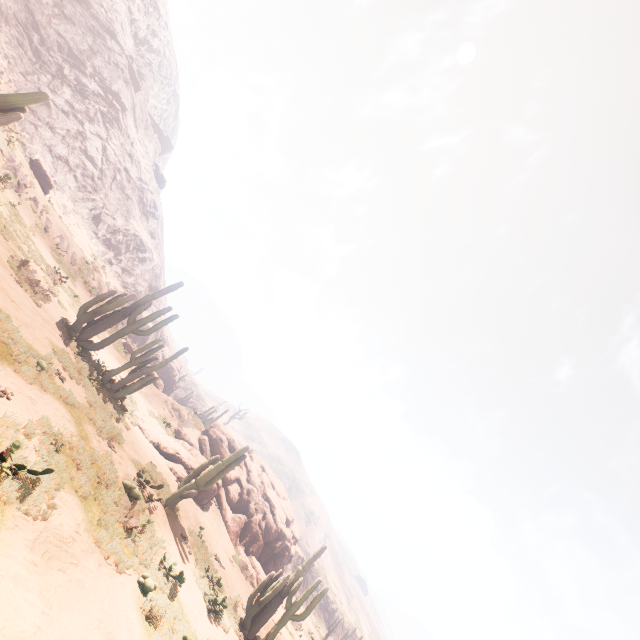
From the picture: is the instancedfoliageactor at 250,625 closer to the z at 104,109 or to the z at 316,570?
the z at 104,109

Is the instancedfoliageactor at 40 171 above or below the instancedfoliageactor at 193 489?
above

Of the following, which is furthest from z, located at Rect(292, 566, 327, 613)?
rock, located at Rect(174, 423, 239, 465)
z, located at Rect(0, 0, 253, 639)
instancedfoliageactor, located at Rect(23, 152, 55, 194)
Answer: instancedfoliageactor, located at Rect(23, 152, 55, 194)

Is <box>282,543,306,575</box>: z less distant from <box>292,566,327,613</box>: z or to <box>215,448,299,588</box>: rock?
<box>215,448,299,588</box>: rock

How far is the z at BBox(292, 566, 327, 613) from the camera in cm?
3391

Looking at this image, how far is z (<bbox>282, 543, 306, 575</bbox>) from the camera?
34.3 meters

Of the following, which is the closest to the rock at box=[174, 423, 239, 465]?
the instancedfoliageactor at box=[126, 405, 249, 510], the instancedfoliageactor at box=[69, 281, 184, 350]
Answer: the instancedfoliageactor at box=[126, 405, 249, 510]

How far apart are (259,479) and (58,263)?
22.1m
